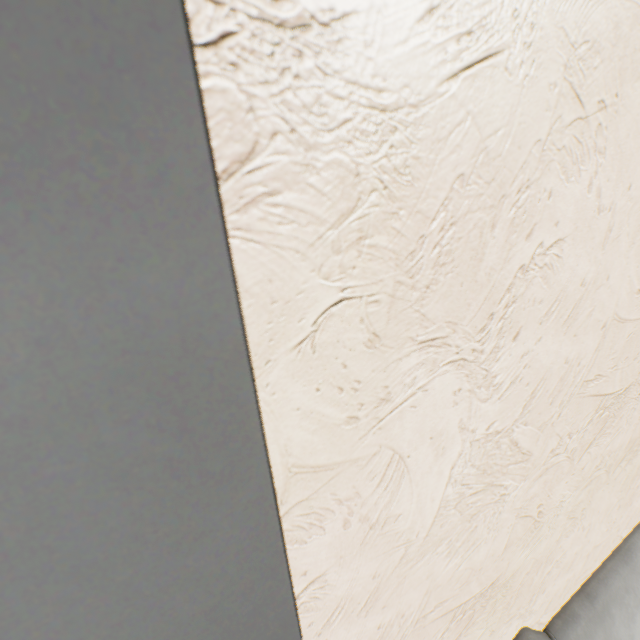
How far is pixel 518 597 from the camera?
1.1 meters
